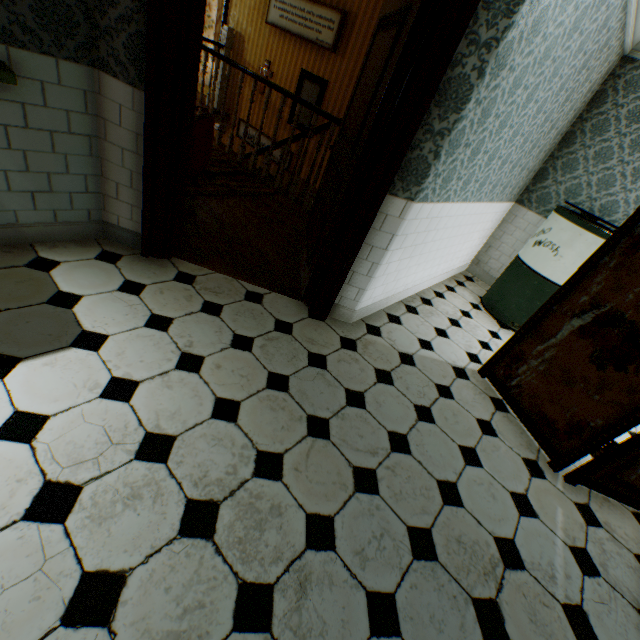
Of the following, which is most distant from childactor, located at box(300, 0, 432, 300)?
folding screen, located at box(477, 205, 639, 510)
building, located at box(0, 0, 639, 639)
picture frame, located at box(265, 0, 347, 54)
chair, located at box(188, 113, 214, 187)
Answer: picture frame, located at box(265, 0, 347, 54)

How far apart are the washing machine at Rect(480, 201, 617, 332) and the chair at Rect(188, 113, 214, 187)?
3.98m

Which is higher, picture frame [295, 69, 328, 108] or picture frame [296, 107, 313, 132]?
picture frame [295, 69, 328, 108]

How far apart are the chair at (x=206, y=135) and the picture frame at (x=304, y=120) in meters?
3.5 m

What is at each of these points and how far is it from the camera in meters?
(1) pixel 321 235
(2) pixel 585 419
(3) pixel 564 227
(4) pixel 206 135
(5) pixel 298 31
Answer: (1) childactor, 2.8
(2) folding screen, 2.3
(3) washing machine, 3.6
(4) chair, 3.5
(5) picture frame, 6.1

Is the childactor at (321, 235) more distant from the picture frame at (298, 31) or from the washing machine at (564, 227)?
the picture frame at (298, 31)

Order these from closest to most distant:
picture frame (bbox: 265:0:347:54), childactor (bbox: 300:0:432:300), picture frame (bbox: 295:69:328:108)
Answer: childactor (bbox: 300:0:432:300) → picture frame (bbox: 265:0:347:54) → picture frame (bbox: 295:69:328:108)

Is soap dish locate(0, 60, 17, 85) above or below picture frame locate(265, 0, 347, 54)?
below
